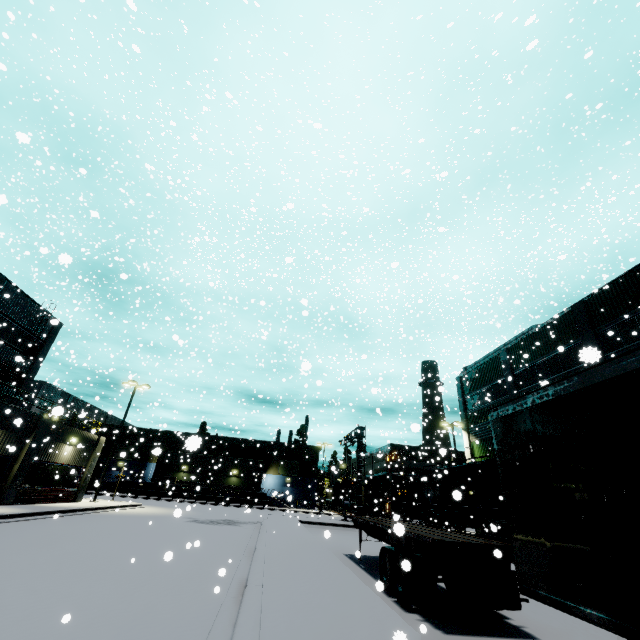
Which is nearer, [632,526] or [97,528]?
[632,526]

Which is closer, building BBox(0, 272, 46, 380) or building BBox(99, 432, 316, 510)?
building BBox(0, 272, 46, 380)

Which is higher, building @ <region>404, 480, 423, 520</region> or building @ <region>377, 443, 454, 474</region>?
building @ <region>377, 443, 454, 474</region>

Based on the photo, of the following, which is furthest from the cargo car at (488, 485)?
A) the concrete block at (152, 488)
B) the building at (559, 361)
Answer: the concrete block at (152, 488)

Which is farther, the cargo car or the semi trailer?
the cargo car

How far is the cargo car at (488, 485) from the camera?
20.7 meters

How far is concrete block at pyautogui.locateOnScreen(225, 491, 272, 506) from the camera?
47.1 meters

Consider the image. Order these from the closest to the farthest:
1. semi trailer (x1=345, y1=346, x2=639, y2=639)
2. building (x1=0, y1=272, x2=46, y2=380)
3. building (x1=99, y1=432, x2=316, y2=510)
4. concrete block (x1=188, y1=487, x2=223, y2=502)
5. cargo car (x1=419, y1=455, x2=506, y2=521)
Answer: semi trailer (x1=345, y1=346, x2=639, y2=639)
cargo car (x1=419, y1=455, x2=506, y2=521)
building (x1=0, y1=272, x2=46, y2=380)
concrete block (x1=188, y1=487, x2=223, y2=502)
building (x1=99, y1=432, x2=316, y2=510)
